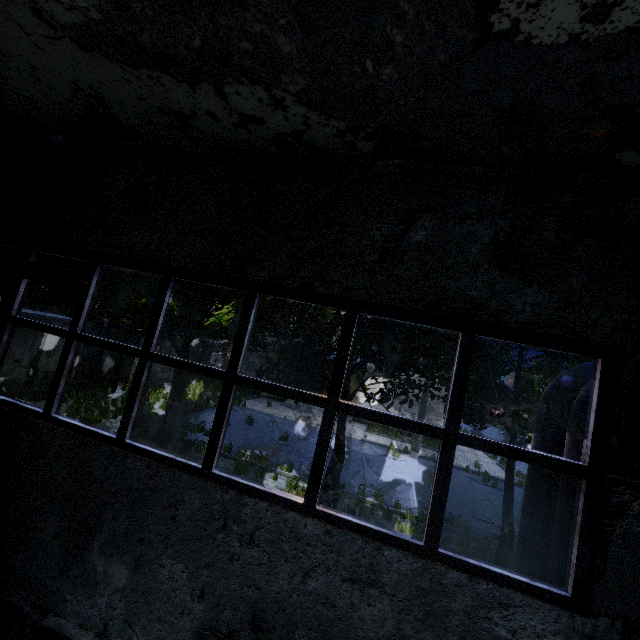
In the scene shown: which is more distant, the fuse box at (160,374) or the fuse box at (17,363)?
the fuse box at (160,374)

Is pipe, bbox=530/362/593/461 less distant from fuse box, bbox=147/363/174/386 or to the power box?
the power box

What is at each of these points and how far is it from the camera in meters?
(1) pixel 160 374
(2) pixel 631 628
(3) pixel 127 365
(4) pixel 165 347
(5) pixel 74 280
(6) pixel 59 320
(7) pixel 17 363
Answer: (1) fuse box, 21.8 m
(2) power box, 2.8 m
(3) fuse box, 19.4 m
(4) fuse box, 21.8 m
(5) pipe, 2.8 m
(6) fuse box, 14.6 m
(7) fuse box, 13.4 m

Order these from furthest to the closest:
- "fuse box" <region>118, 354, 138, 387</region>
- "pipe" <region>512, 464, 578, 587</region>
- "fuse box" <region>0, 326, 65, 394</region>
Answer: "fuse box" <region>118, 354, 138, 387</region> → "fuse box" <region>0, 326, 65, 394</region> → "pipe" <region>512, 464, 578, 587</region>

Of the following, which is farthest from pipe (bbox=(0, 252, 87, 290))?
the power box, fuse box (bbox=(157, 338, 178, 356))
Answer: fuse box (bbox=(157, 338, 178, 356))

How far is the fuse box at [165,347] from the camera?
21.3m

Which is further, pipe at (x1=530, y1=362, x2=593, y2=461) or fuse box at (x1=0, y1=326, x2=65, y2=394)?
fuse box at (x1=0, y1=326, x2=65, y2=394)

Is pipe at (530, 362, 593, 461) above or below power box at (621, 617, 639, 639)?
above
